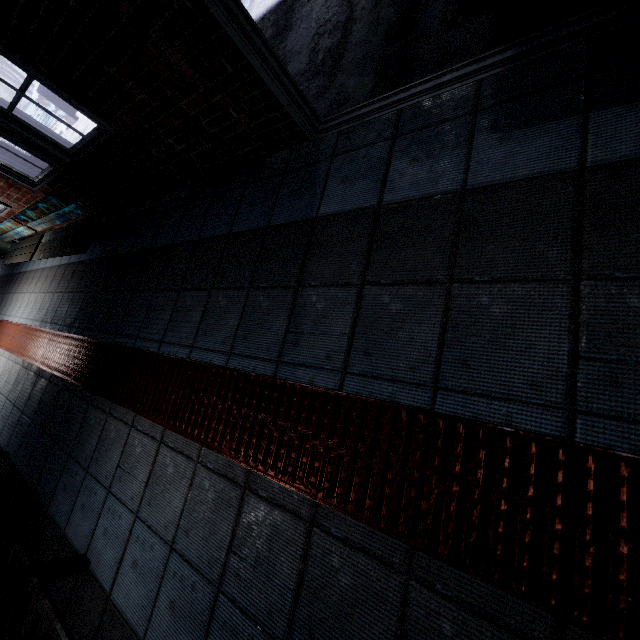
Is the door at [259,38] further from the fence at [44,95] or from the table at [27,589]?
the fence at [44,95]

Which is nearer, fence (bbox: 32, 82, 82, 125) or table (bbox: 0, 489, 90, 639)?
table (bbox: 0, 489, 90, 639)

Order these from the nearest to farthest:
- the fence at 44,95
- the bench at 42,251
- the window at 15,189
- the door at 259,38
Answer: the door at 259,38 < the window at 15,189 < the bench at 42,251 < the fence at 44,95

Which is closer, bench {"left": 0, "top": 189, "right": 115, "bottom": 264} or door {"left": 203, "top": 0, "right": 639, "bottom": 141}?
door {"left": 203, "top": 0, "right": 639, "bottom": 141}

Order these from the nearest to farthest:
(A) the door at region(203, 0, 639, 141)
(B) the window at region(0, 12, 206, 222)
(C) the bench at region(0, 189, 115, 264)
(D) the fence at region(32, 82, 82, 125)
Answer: (A) the door at region(203, 0, 639, 141)
(B) the window at region(0, 12, 206, 222)
(C) the bench at region(0, 189, 115, 264)
(D) the fence at region(32, 82, 82, 125)

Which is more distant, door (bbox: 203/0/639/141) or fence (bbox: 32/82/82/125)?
fence (bbox: 32/82/82/125)

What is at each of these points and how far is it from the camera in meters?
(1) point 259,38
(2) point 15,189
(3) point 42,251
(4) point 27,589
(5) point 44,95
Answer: (1) door, 1.5 m
(2) window, 3.6 m
(3) bench, 4.0 m
(4) table, 1.5 m
(5) fence, 8.1 m

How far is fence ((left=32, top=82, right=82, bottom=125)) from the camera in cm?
802
